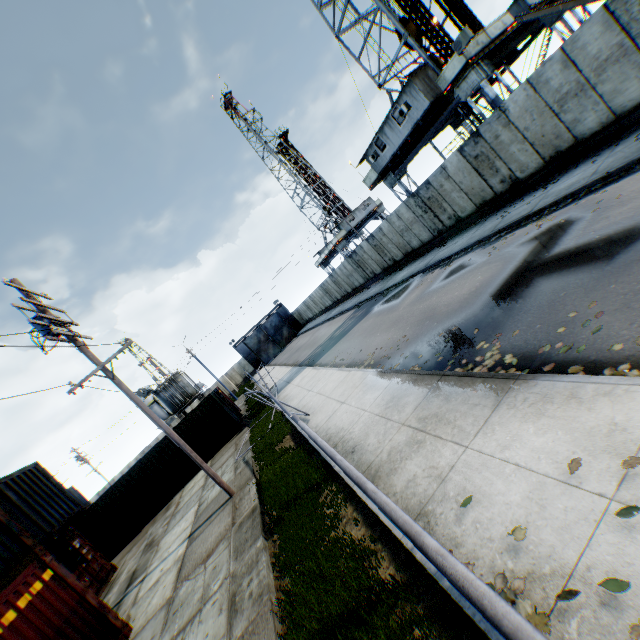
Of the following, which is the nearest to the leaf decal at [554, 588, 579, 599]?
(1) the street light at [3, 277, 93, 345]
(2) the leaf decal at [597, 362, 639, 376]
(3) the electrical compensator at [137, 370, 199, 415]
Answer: (2) the leaf decal at [597, 362, 639, 376]

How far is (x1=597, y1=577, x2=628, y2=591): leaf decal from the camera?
2.26m

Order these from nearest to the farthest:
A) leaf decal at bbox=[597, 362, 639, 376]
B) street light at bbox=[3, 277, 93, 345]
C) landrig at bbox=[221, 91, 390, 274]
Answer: leaf decal at bbox=[597, 362, 639, 376], street light at bbox=[3, 277, 93, 345], landrig at bbox=[221, 91, 390, 274]

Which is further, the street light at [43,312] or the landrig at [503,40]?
the landrig at [503,40]

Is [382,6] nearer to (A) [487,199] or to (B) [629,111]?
(A) [487,199]

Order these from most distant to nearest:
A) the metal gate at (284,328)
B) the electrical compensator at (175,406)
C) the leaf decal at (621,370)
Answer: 1. the metal gate at (284,328)
2. the electrical compensator at (175,406)
3. the leaf decal at (621,370)

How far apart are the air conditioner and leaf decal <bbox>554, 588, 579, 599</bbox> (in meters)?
19.07
